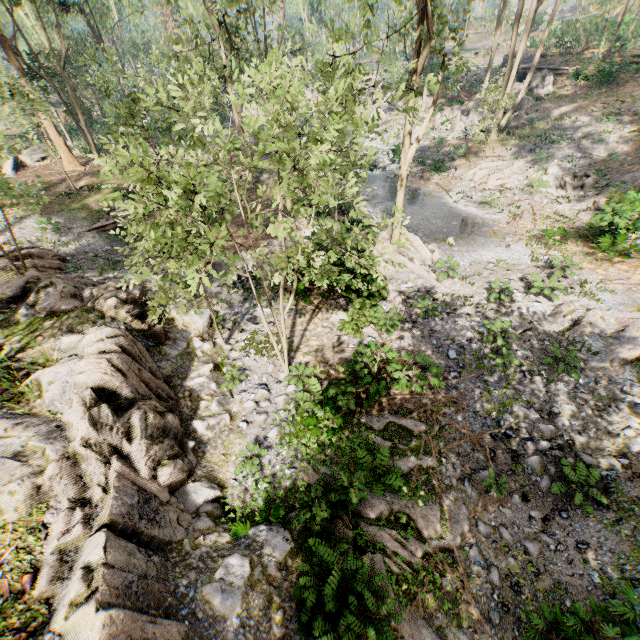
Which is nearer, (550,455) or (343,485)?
(343,485)

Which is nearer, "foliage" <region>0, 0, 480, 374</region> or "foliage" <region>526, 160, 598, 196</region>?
"foliage" <region>0, 0, 480, 374</region>

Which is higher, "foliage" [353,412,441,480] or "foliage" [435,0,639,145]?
"foliage" [435,0,639,145]

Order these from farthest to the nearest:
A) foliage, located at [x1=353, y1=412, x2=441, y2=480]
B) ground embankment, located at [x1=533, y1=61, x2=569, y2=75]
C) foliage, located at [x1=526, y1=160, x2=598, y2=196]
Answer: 1. ground embankment, located at [x1=533, y1=61, x2=569, y2=75]
2. foliage, located at [x1=526, y1=160, x2=598, y2=196]
3. foliage, located at [x1=353, y1=412, x2=441, y2=480]

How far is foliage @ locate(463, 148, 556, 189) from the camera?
22.84m

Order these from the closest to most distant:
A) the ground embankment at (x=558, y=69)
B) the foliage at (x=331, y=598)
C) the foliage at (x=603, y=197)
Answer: the foliage at (x=331, y=598) → the foliage at (x=603, y=197) → the ground embankment at (x=558, y=69)

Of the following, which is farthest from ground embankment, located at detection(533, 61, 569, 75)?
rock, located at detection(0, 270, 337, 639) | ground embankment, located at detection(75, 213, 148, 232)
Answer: rock, located at detection(0, 270, 337, 639)

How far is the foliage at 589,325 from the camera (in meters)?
12.61
